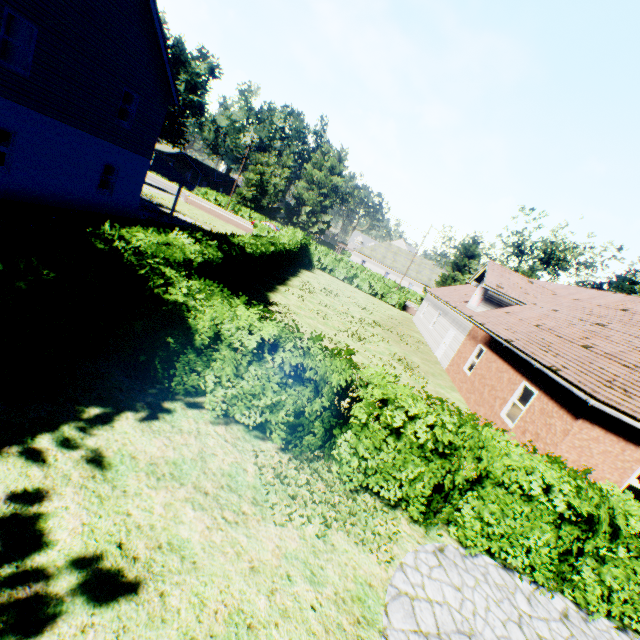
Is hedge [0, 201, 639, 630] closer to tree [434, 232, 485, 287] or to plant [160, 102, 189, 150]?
tree [434, 232, 485, 287]

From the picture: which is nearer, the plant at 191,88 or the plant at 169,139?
the plant at 191,88

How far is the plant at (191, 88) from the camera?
53.7 meters

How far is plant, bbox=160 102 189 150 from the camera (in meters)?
54.34

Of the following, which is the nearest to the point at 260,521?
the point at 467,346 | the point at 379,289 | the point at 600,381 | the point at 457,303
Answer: the point at 600,381

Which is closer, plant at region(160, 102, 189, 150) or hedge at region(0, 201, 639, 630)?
hedge at region(0, 201, 639, 630)

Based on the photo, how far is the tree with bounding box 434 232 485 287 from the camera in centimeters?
3303cm

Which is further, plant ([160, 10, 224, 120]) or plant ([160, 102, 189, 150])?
plant ([160, 102, 189, 150])
